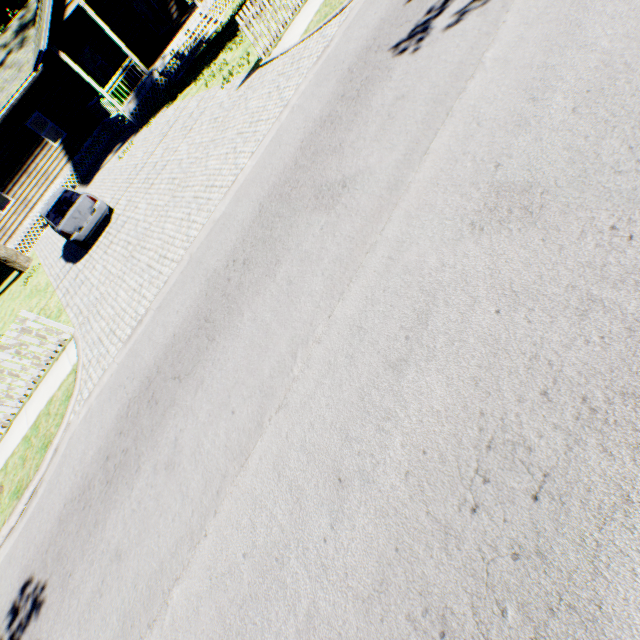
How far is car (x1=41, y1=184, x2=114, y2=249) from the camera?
11.4m

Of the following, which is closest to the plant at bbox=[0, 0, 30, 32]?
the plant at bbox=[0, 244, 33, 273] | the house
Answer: the house

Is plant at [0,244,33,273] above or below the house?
below

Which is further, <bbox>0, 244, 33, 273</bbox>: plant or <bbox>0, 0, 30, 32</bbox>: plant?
<bbox>0, 0, 30, 32</bbox>: plant

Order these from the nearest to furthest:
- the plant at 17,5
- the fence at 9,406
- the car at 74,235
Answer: the fence at 9,406 < the car at 74,235 < the plant at 17,5

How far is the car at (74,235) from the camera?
11.4 meters

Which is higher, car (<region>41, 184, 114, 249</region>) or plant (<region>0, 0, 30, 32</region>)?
plant (<region>0, 0, 30, 32</region>)

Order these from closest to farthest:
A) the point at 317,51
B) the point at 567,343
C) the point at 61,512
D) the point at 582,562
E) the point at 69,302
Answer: the point at 582,562 < the point at 567,343 < the point at 61,512 < the point at 317,51 < the point at 69,302
